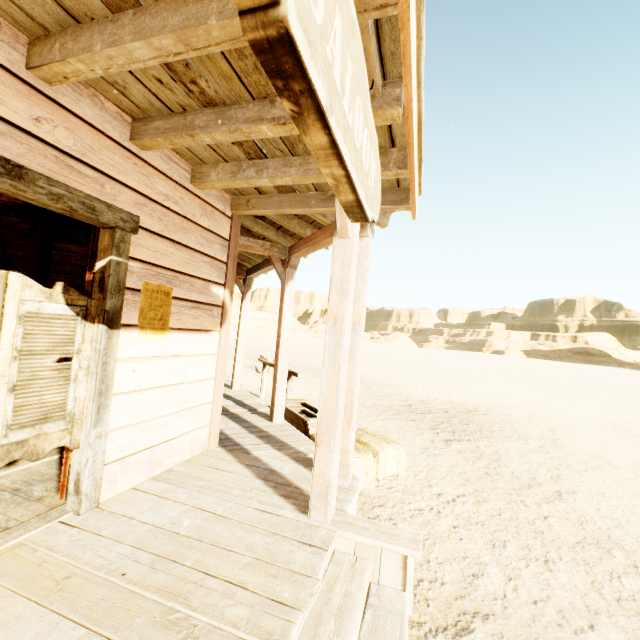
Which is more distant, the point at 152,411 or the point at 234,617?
the point at 152,411

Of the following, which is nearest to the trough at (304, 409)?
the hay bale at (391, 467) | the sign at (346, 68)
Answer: the hay bale at (391, 467)

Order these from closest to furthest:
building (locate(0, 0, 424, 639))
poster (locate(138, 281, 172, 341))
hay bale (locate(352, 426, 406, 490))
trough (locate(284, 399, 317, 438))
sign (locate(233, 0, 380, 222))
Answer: sign (locate(233, 0, 380, 222)) → building (locate(0, 0, 424, 639)) → poster (locate(138, 281, 172, 341)) → hay bale (locate(352, 426, 406, 490)) → trough (locate(284, 399, 317, 438))

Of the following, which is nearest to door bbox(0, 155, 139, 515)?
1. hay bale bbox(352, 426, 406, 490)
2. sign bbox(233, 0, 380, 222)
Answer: sign bbox(233, 0, 380, 222)

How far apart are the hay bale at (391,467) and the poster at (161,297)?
2.42m

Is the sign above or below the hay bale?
above

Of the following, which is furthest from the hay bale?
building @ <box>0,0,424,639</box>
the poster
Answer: the poster

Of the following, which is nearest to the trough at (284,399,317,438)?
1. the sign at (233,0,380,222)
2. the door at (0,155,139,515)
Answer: the door at (0,155,139,515)
